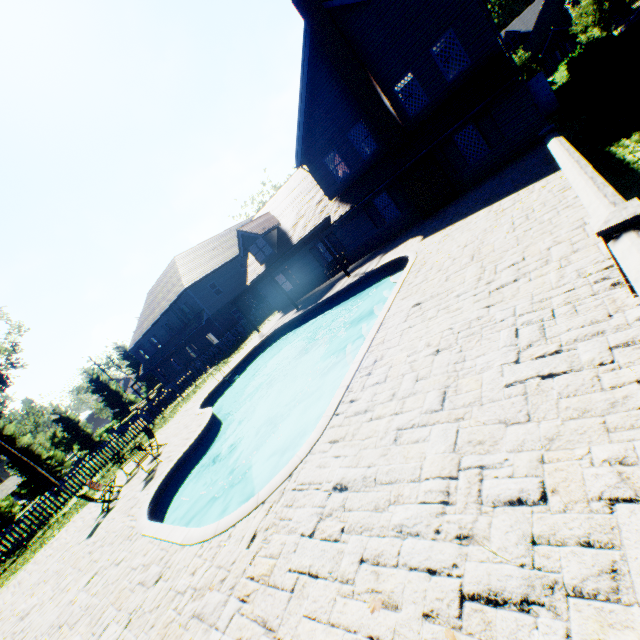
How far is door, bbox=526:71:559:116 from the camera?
18.0 meters

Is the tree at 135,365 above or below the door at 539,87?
above

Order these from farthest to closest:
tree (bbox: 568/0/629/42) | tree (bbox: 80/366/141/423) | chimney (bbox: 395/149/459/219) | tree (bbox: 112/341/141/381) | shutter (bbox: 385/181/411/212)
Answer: tree (bbox: 112/341/141/381), tree (bbox: 80/366/141/423), tree (bbox: 568/0/629/42), shutter (bbox: 385/181/411/212), chimney (bbox: 395/149/459/219)

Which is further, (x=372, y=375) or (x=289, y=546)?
(x=372, y=375)

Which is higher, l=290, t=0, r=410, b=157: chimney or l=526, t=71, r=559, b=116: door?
l=290, t=0, r=410, b=157: chimney

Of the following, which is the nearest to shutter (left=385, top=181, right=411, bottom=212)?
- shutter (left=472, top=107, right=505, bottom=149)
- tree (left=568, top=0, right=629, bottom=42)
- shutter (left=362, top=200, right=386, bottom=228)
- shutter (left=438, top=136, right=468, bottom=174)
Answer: shutter (left=362, top=200, right=386, bottom=228)

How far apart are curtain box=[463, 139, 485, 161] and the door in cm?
704

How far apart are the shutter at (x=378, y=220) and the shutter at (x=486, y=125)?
6.0m
